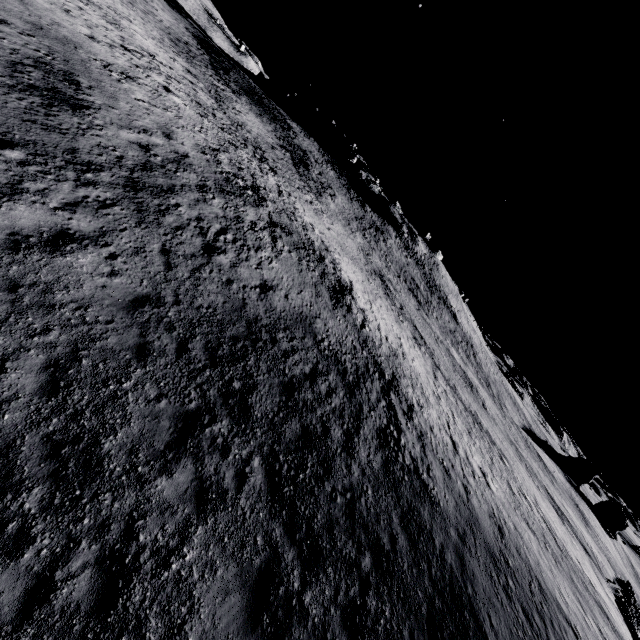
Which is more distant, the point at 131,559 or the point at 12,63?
the point at 12,63
